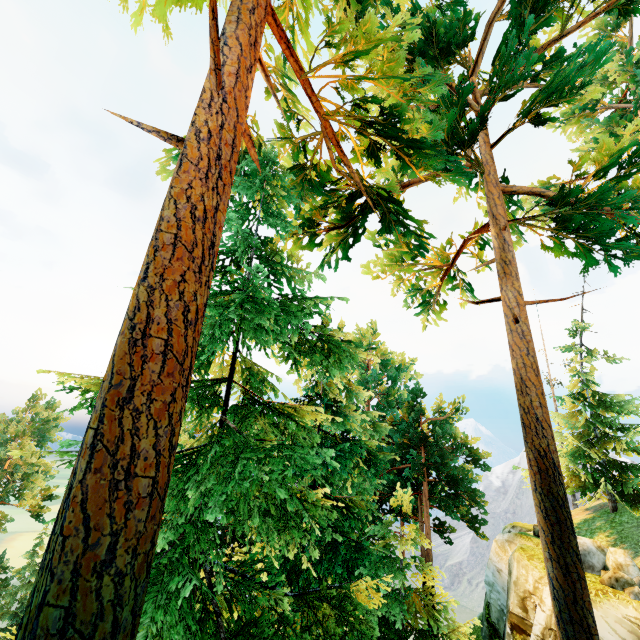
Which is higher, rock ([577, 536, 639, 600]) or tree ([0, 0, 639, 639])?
tree ([0, 0, 639, 639])

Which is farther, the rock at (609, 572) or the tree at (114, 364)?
the rock at (609, 572)

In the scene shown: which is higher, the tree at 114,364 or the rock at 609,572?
the tree at 114,364

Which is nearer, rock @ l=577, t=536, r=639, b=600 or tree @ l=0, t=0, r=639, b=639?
tree @ l=0, t=0, r=639, b=639

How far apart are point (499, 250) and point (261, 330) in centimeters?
611cm
